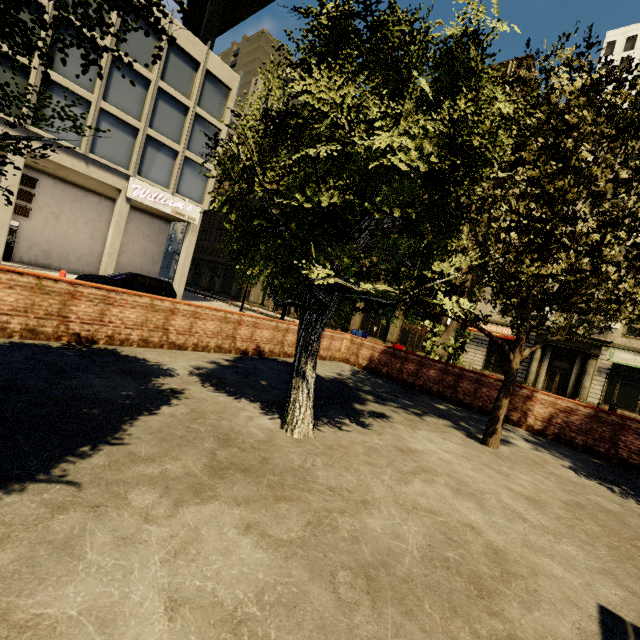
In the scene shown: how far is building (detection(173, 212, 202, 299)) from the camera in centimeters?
2339cm

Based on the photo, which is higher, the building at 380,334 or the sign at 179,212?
the sign at 179,212

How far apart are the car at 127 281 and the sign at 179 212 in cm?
728

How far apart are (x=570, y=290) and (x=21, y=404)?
8.6m

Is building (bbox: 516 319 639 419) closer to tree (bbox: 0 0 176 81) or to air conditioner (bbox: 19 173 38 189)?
air conditioner (bbox: 19 173 38 189)

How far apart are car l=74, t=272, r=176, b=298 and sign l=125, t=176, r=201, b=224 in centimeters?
728cm

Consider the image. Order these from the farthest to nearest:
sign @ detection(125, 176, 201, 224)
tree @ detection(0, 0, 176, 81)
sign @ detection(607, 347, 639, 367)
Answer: sign @ detection(607, 347, 639, 367), sign @ detection(125, 176, 201, 224), tree @ detection(0, 0, 176, 81)
